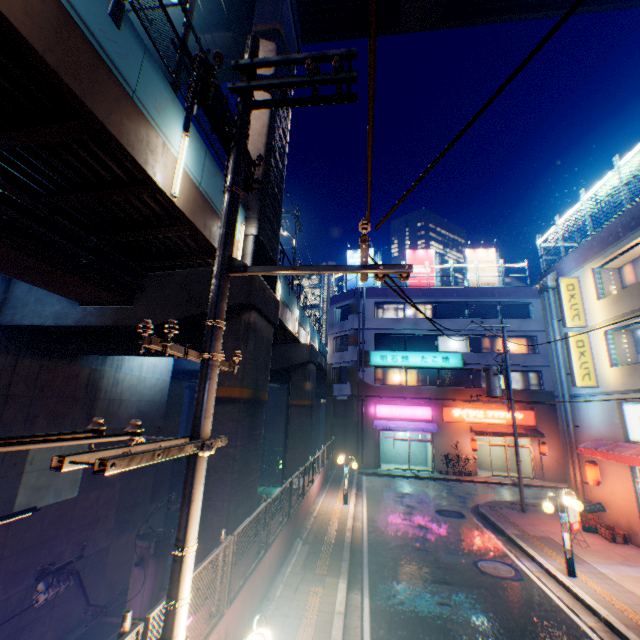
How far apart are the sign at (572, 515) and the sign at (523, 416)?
13.5m

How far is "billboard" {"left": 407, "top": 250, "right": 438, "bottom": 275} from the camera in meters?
32.0

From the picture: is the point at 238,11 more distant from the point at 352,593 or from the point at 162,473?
the point at 162,473

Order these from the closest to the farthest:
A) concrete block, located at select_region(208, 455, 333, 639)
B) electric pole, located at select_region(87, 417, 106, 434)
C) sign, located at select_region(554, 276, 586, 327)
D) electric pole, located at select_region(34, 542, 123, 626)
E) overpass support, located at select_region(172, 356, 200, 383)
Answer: electric pole, located at select_region(87, 417, 106, 434), concrete block, located at select_region(208, 455, 333, 639), electric pole, located at select_region(34, 542, 123, 626), sign, located at select_region(554, 276, 586, 327), overpass support, located at select_region(172, 356, 200, 383)

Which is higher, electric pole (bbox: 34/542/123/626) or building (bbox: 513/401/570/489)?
building (bbox: 513/401/570/489)

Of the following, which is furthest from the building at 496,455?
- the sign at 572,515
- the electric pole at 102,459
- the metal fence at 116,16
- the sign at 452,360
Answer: the electric pole at 102,459

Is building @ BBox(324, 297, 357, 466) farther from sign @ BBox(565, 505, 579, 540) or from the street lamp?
sign @ BBox(565, 505, 579, 540)

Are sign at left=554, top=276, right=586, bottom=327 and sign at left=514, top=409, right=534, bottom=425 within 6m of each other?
no
